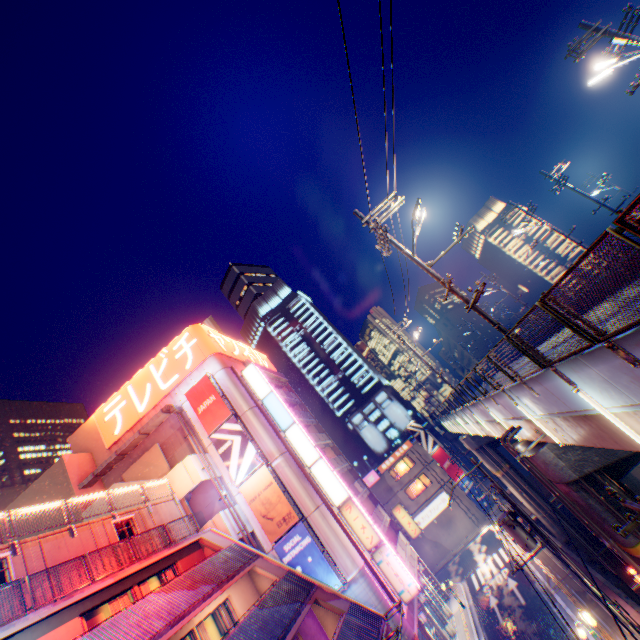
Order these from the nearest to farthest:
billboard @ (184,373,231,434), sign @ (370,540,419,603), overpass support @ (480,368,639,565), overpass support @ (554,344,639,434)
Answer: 1. overpass support @ (554,344,639,434)
2. overpass support @ (480,368,639,565)
3. sign @ (370,540,419,603)
4. billboard @ (184,373,231,434)

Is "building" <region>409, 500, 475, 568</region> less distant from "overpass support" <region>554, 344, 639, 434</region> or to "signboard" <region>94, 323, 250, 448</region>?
"overpass support" <region>554, 344, 639, 434</region>

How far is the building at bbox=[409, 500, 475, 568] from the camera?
40.3 meters

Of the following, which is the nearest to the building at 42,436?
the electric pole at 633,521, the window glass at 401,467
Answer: the window glass at 401,467

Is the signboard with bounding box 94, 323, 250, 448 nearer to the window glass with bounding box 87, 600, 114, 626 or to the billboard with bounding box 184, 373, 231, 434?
the billboard with bounding box 184, 373, 231, 434

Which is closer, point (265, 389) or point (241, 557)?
point (241, 557)

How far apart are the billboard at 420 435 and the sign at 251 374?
24.3m

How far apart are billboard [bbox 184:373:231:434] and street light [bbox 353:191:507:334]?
18.2m
